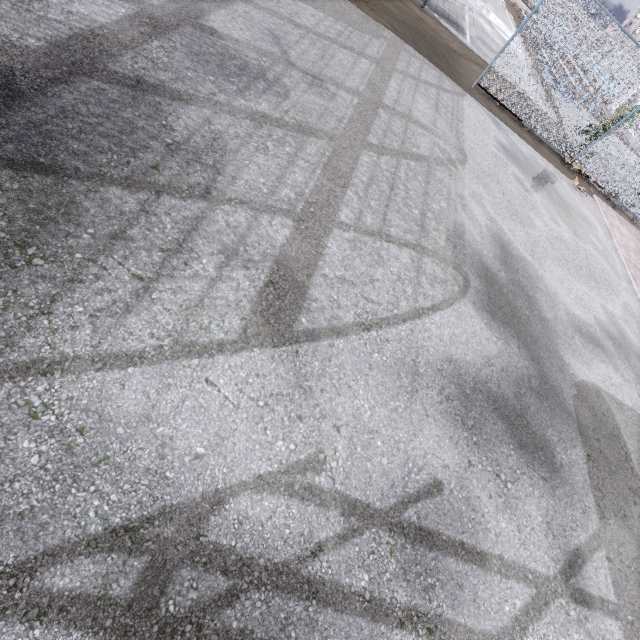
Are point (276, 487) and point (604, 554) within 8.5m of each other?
yes
